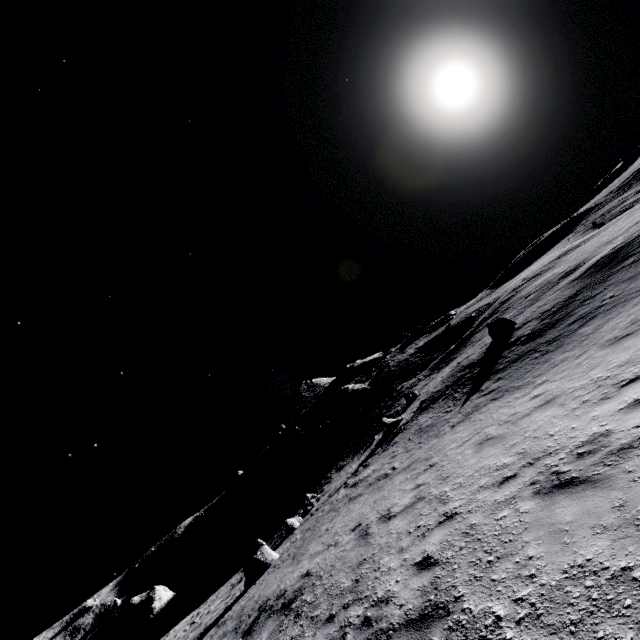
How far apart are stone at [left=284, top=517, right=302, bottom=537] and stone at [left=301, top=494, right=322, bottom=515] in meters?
1.6 m

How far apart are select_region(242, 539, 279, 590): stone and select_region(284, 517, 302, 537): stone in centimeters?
478cm

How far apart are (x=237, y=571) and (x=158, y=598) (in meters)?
9.18

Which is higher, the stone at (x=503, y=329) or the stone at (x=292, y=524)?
the stone at (x=503, y=329)

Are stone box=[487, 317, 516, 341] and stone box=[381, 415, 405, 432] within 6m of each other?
no

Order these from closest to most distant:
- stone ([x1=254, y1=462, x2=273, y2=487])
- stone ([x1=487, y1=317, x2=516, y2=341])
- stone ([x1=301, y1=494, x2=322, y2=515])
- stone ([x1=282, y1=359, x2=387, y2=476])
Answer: stone ([x1=487, y1=317, x2=516, y2=341])
stone ([x1=301, y1=494, x2=322, y2=515])
stone ([x1=282, y1=359, x2=387, y2=476])
stone ([x1=254, y1=462, x2=273, y2=487])

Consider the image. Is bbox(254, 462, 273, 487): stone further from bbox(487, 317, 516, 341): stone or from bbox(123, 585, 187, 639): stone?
bbox(487, 317, 516, 341): stone

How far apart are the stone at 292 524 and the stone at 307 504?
1.6 meters
